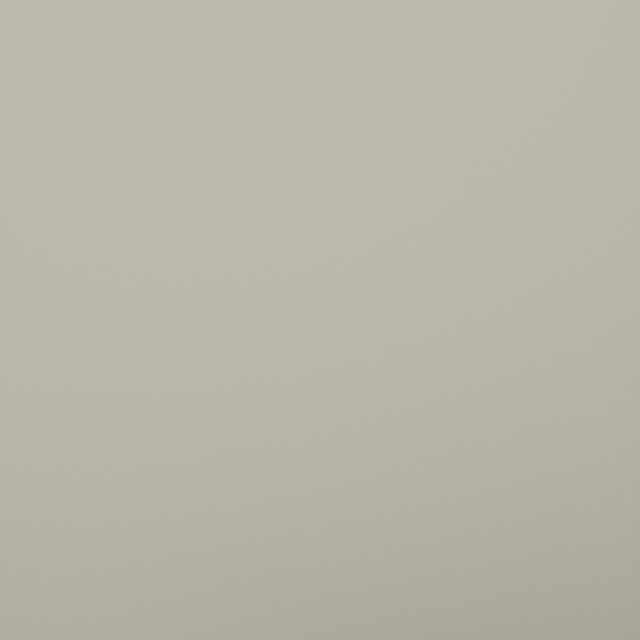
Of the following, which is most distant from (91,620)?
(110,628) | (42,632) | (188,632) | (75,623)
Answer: (188,632)
